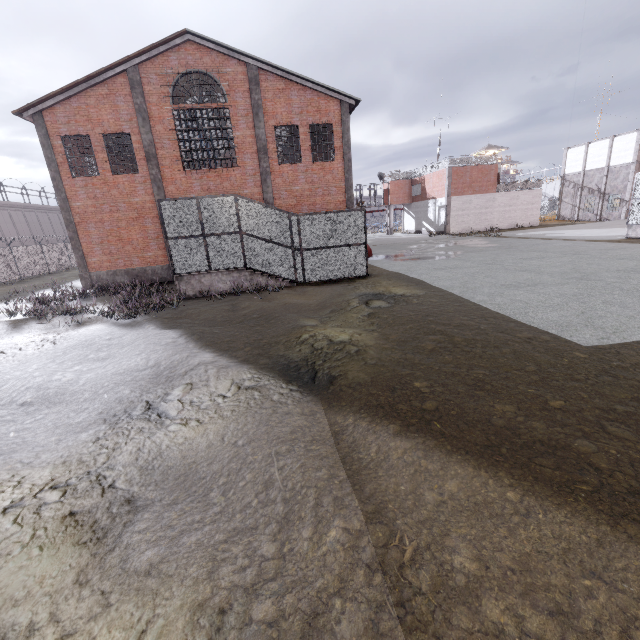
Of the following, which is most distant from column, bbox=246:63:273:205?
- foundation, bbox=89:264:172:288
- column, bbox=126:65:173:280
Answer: foundation, bbox=89:264:172:288

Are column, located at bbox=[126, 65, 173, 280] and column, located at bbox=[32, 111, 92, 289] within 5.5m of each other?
yes

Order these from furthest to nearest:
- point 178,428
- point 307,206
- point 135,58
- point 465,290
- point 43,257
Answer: point 43,257, point 307,206, point 135,58, point 465,290, point 178,428

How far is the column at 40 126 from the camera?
16.22m

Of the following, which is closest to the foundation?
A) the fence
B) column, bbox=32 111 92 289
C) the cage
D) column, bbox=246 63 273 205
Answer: column, bbox=32 111 92 289

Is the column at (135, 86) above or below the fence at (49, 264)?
above

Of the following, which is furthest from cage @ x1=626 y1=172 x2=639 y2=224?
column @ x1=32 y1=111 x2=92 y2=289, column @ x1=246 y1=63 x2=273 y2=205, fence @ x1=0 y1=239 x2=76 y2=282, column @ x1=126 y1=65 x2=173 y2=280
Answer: column @ x1=32 y1=111 x2=92 y2=289

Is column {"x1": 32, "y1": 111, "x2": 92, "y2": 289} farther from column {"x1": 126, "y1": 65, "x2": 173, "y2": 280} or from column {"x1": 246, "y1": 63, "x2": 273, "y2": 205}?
column {"x1": 246, "y1": 63, "x2": 273, "y2": 205}
